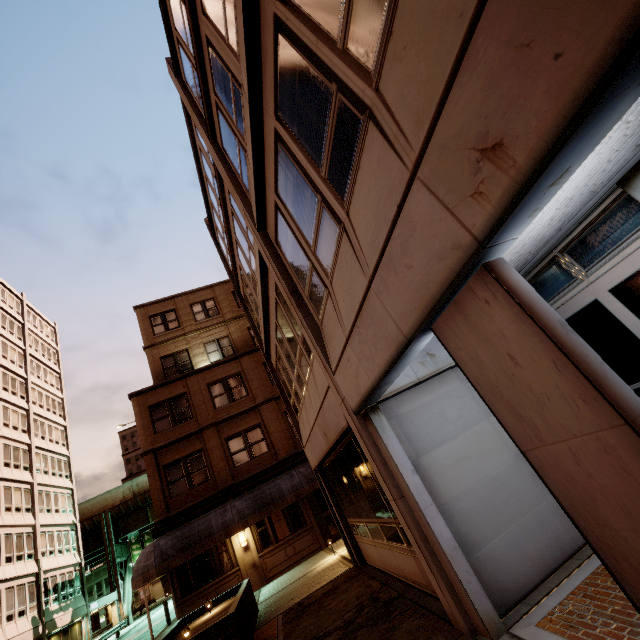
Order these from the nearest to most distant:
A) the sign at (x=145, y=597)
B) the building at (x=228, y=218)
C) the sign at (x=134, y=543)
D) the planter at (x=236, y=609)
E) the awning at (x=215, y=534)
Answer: the building at (x=228, y=218)
the planter at (x=236, y=609)
the awning at (x=215, y=534)
the sign at (x=145, y=597)
the sign at (x=134, y=543)

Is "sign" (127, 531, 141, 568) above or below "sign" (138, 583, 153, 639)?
above

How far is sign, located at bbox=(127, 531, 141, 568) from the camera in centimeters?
4191cm

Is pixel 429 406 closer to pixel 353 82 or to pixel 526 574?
pixel 526 574

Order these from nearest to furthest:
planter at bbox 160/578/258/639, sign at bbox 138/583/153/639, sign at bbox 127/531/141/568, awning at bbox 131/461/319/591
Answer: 1. planter at bbox 160/578/258/639
2. awning at bbox 131/461/319/591
3. sign at bbox 138/583/153/639
4. sign at bbox 127/531/141/568

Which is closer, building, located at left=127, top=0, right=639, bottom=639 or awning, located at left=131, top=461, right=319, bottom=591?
building, located at left=127, top=0, right=639, bottom=639

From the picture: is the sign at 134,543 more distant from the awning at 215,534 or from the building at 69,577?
the awning at 215,534

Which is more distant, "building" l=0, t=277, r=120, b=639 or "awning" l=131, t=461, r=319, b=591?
"building" l=0, t=277, r=120, b=639
